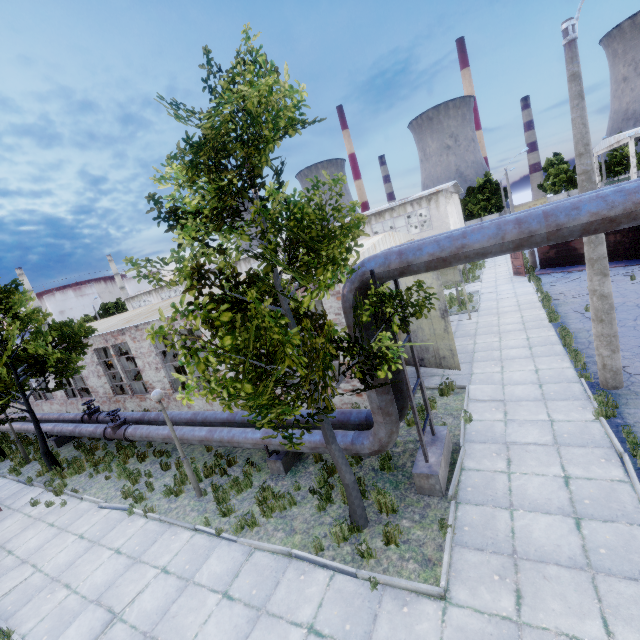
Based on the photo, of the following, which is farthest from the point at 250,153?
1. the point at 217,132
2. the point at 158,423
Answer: the point at 158,423

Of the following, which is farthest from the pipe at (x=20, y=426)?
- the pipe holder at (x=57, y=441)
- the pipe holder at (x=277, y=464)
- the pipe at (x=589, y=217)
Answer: the pipe holder at (x=277, y=464)

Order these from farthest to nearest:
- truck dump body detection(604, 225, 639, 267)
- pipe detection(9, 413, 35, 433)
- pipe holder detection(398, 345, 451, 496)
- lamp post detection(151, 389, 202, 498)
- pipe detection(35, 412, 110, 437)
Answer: truck dump body detection(604, 225, 639, 267), pipe detection(9, 413, 35, 433), pipe detection(35, 412, 110, 437), lamp post detection(151, 389, 202, 498), pipe holder detection(398, 345, 451, 496)

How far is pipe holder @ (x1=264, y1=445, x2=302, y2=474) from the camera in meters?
9.1

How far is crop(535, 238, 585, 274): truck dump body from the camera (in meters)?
20.91

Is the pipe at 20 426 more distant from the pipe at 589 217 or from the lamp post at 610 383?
the lamp post at 610 383

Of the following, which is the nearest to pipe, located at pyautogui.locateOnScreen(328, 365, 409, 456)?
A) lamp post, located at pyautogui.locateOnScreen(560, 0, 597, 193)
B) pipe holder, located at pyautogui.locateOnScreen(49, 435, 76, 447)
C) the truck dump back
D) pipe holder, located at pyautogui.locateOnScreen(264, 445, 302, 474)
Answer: pipe holder, located at pyautogui.locateOnScreen(264, 445, 302, 474)

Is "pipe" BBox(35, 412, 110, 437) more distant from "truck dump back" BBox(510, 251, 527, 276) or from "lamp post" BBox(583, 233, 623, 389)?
"truck dump back" BBox(510, 251, 527, 276)
